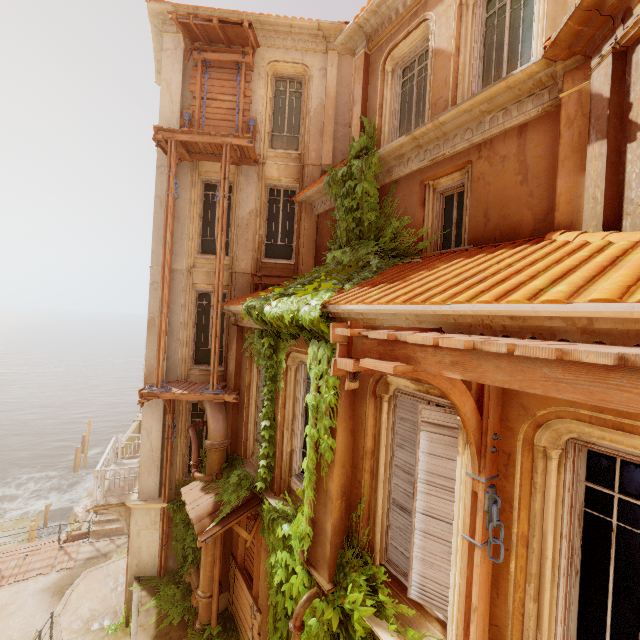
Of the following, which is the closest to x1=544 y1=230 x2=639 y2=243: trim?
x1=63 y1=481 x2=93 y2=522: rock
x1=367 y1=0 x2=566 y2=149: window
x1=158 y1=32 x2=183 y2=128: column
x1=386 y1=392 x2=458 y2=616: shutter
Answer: x1=386 y1=392 x2=458 y2=616: shutter

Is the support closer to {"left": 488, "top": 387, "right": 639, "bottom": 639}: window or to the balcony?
the balcony

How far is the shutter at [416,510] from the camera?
4.04m

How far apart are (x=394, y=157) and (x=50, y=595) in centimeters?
1921cm

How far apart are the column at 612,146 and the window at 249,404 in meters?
6.5

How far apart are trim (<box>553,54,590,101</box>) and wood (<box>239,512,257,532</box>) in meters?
10.3 m

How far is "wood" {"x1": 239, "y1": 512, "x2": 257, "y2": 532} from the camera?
8.1m

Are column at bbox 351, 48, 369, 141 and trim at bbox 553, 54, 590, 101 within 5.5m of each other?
yes
